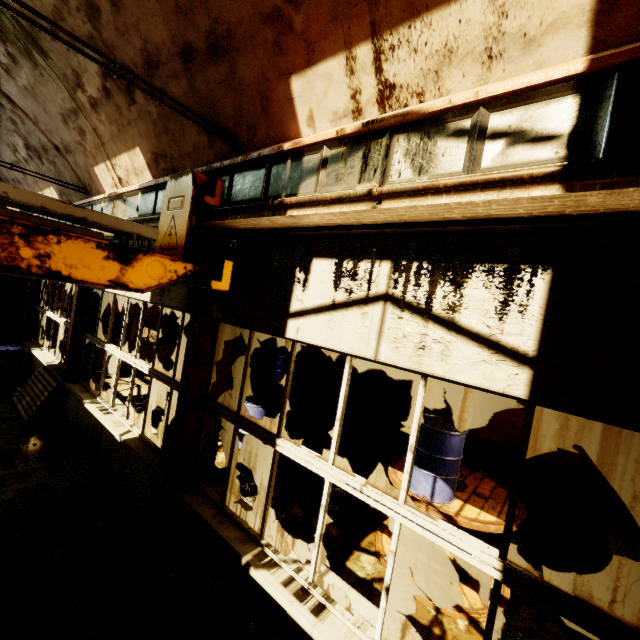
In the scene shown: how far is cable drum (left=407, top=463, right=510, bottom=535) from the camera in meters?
4.0

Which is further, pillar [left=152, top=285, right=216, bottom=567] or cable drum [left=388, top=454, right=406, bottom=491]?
cable drum [left=388, top=454, right=406, bottom=491]

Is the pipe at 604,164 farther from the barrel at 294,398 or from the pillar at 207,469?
the barrel at 294,398

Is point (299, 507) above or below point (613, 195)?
below

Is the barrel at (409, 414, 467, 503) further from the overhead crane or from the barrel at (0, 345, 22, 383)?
the barrel at (0, 345, 22, 383)

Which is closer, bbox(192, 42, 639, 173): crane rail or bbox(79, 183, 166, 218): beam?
bbox(192, 42, 639, 173): crane rail

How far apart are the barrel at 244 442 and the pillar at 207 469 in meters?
2.9 m

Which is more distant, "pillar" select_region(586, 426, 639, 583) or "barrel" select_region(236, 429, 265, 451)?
"barrel" select_region(236, 429, 265, 451)
